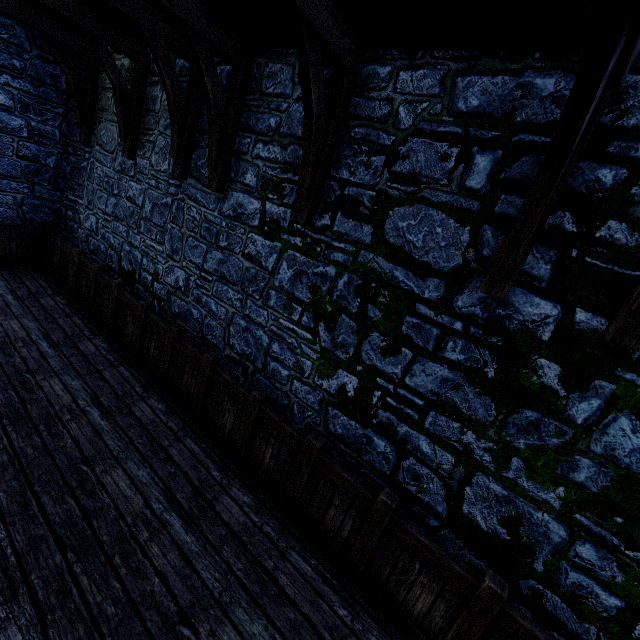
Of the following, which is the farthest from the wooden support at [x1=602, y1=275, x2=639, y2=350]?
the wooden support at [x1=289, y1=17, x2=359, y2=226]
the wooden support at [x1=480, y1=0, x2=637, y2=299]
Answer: the wooden support at [x1=289, y1=17, x2=359, y2=226]

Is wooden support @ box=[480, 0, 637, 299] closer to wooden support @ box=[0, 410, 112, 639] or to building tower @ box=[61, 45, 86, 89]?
building tower @ box=[61, 45, 86, 89]

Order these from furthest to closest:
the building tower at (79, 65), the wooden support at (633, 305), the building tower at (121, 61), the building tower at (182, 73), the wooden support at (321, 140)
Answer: the building tower at (79, 65) < the building tower at (121, 61) < the building tower at (182, 73) < the wooden support at (321, 140) < the wooden support at (633, 305)

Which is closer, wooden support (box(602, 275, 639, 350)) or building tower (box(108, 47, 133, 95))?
wooden support (box(602, 275, 639, 350))

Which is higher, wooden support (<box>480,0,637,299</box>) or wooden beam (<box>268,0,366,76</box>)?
wooden beam (<box>268,0,366,76</box>)

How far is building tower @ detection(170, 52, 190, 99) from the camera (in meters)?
4.98

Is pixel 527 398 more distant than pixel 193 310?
No

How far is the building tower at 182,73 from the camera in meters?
5.0
